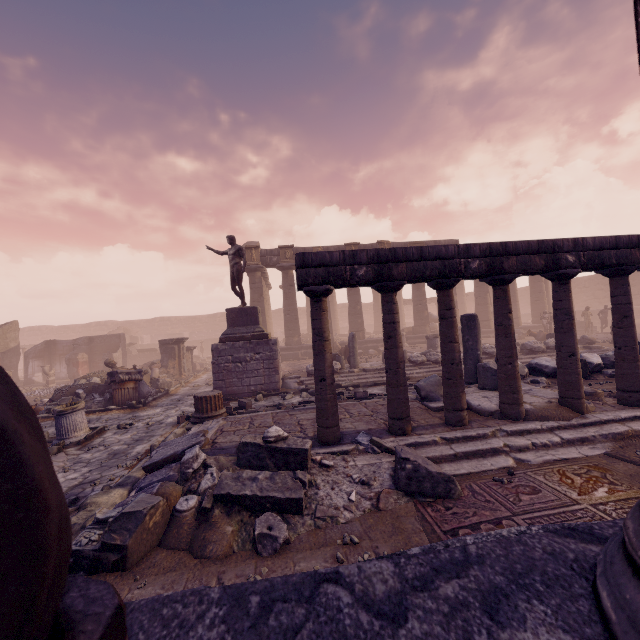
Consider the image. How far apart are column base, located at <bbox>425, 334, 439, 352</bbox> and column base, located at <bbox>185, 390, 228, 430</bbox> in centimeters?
1088cm

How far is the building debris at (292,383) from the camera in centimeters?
1207cm

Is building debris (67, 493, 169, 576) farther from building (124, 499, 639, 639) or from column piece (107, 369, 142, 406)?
column piece (107, 369, 142, 406)

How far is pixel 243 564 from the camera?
3.1 meters

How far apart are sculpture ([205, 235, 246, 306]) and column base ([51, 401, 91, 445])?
5.6 meters

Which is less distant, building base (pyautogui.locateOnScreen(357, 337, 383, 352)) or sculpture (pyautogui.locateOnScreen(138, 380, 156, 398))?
sculpture (pyautogui.locateOnScreen(138, 380, 156, 398))

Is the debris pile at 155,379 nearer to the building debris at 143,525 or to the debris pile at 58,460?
the debris pile at 58,460

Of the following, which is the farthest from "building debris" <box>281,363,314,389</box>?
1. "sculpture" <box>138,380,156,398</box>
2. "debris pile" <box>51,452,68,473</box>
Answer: "debris pile" <box>51,452,68,473</box>
